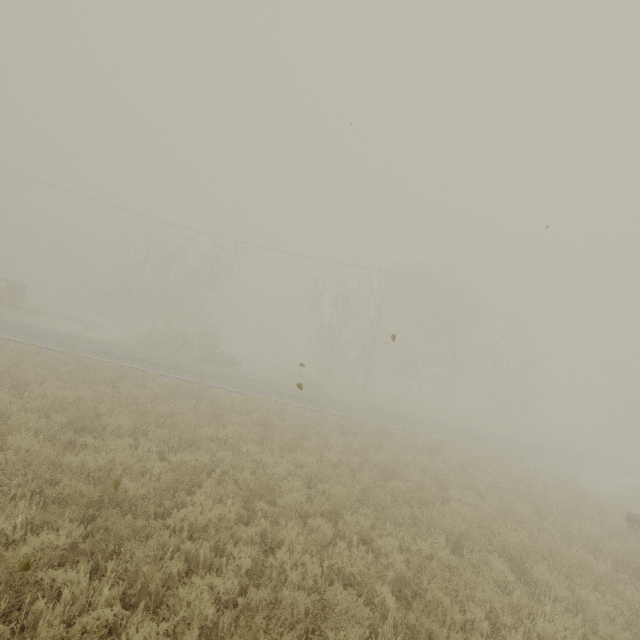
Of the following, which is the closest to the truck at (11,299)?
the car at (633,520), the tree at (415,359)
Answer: the tree at (415,359)

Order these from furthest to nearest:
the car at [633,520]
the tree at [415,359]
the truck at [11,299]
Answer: the tree at [415,359] < the truck at [11,299] < the car at [633,520]

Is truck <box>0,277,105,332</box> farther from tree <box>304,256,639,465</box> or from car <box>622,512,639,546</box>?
car <box>622,512,639,546</box>

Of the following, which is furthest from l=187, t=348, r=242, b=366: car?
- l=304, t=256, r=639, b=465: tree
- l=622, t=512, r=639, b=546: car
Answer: l=622, t=512, r=639, b=546: car

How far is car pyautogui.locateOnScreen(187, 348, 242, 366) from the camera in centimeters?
2431cm

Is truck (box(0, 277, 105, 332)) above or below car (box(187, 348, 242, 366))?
above

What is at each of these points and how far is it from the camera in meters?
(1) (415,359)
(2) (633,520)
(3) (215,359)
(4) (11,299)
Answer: (1) tree, 39.4
(2) car, 10.5
(3) car, 25.1
(4) truck, 24.5
